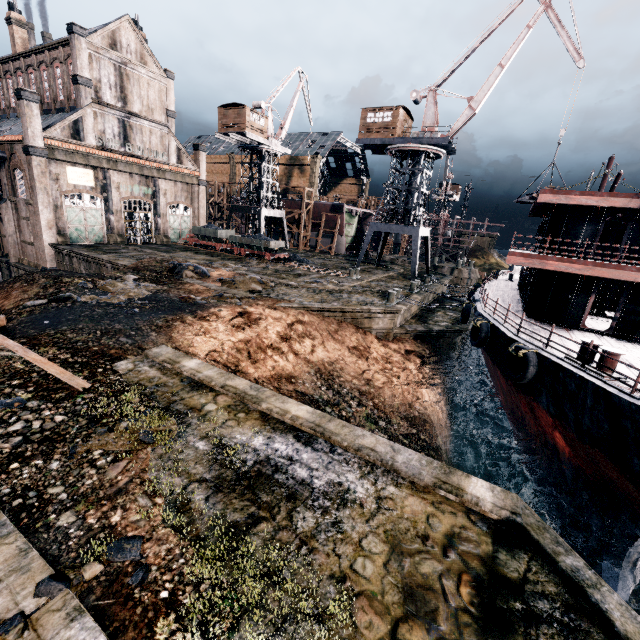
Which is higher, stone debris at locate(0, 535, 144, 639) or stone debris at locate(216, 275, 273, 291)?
stone debris at locate(216, 275, 273, 291)

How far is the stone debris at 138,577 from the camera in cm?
459

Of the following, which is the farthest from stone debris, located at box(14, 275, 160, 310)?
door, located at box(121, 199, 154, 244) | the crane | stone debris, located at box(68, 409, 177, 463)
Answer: the crane

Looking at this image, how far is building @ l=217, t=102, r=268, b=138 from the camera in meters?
41.1 m

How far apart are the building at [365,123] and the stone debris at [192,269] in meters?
23.3 m

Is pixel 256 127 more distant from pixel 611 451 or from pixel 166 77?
pixel 611 451

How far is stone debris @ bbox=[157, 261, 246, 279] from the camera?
23.94m

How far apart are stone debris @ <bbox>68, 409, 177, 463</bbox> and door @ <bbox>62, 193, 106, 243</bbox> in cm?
3561
